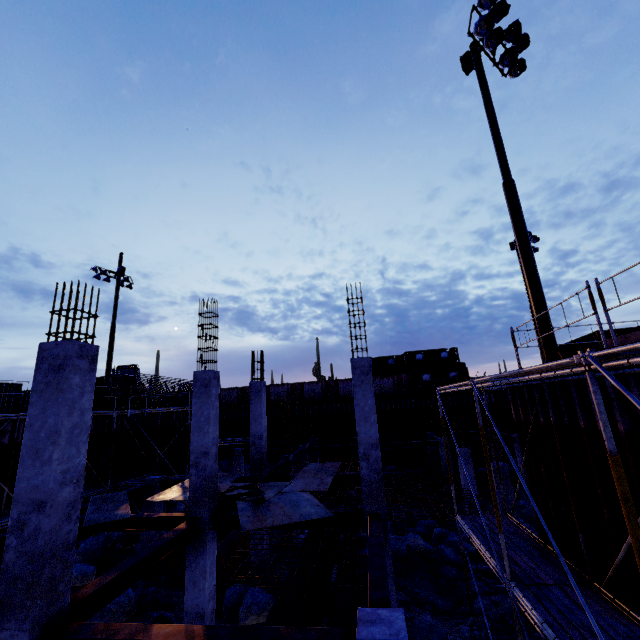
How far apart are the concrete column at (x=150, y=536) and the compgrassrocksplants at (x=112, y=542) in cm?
134

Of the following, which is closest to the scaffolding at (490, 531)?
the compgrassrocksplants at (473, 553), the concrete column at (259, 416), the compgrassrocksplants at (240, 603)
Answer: the compgrassrocksplants at (473, 553)

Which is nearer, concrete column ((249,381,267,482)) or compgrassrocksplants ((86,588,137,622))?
compgrassrocksplants ((86,588,137,622))

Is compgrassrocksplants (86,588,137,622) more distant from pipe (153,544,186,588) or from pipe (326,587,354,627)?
pipe (326,587,354,627)

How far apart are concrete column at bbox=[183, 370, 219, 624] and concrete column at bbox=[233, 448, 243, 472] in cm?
1502

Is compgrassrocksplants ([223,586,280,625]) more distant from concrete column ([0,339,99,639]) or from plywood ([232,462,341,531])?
concrete column ([0,339,99,639])

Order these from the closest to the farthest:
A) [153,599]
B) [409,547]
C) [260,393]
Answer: [153,599] < [409,547] < [260,393]

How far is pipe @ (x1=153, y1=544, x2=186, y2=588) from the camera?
13.2m
